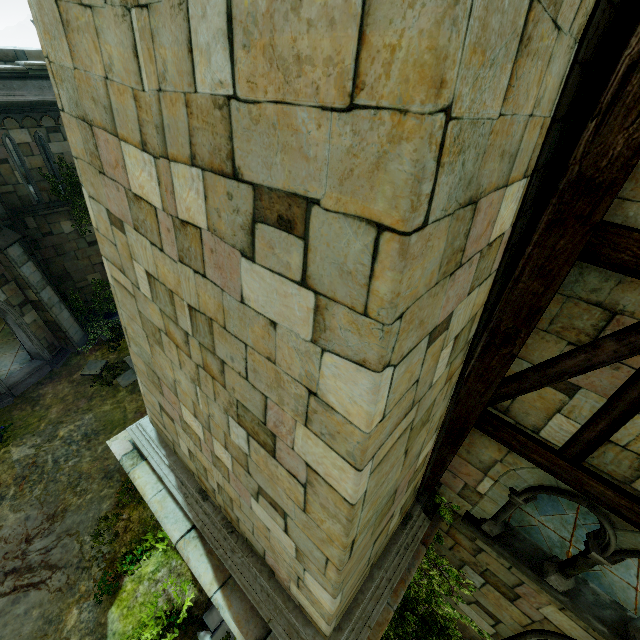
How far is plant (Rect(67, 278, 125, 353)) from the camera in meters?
15.3 m

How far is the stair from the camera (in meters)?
11.11

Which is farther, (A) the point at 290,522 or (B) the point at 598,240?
(A) the point at 290,522

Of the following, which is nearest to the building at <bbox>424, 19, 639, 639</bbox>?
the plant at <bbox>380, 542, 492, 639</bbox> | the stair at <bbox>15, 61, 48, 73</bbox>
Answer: the plant at <bbox>380, 542, 492, 639</bbox>

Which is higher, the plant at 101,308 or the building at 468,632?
the building at 468,632

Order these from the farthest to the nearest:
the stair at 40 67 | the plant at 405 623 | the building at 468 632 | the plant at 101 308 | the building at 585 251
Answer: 1. the plant at 101 308
2. the stair at 40 67
3. the building at 468 632
4. the plant at 405 623
5. the building at 585 251

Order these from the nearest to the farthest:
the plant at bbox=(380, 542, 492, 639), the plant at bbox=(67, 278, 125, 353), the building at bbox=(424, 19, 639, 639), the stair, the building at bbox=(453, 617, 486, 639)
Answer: the building at bbox=(424, 19, 639, 639) → the plant at bbox=(380, 542, 492, 639) → the building at bbox=(453, 617, 486, 639) → the stair → the plant at bbox=(67, 278, 125, 353)
